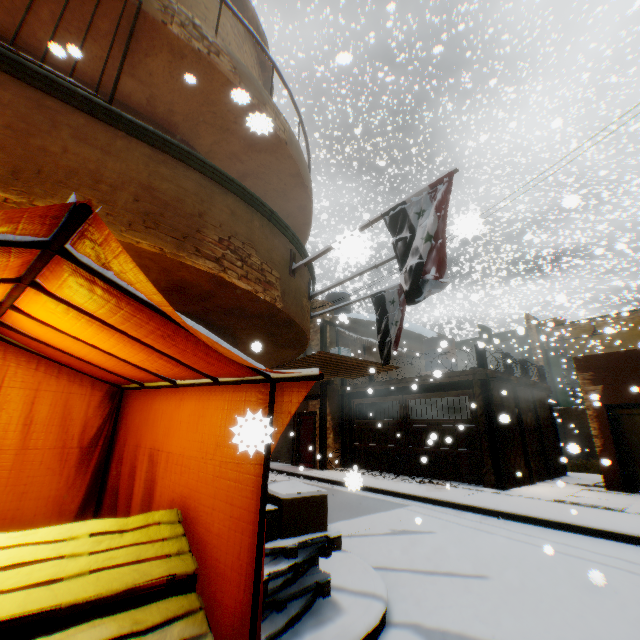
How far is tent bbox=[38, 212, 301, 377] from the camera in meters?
1.3

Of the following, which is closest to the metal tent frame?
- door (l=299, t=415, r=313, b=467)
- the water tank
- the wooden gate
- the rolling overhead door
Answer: the wooden gate

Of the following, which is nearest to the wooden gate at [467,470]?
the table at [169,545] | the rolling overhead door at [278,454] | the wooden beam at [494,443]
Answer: the wooden beam at [494,443]

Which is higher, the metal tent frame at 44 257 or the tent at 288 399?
the metal tent frame at 44 257

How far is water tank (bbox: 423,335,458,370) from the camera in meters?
16.2 m

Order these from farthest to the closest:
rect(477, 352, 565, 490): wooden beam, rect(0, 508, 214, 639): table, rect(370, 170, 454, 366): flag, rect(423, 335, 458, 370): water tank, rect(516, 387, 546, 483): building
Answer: rect(423, 335, 458, 370): water tank, rect(516, 387, 546, 483): building, rect(477, 352, 565, 490): wooden beam, rect(370, 170, 454, 366): flag, rect(0, 508, 214, 639): table

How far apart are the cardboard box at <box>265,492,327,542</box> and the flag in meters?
1.1

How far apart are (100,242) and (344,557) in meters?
5.0 m
